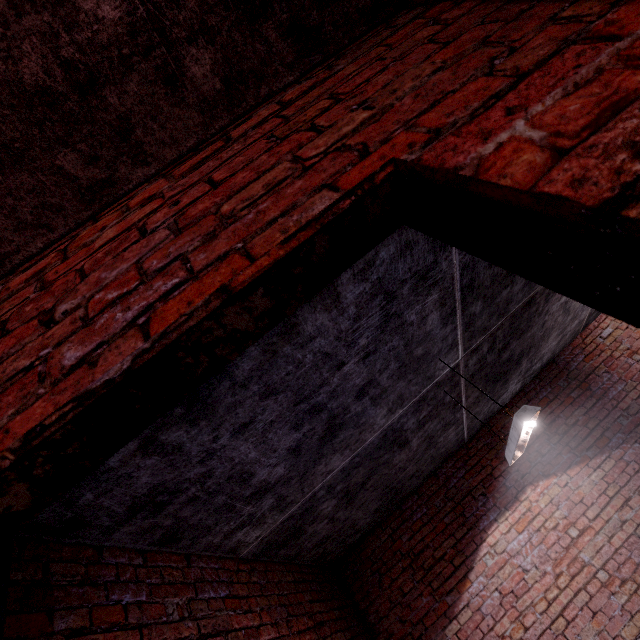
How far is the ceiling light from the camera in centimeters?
242cm

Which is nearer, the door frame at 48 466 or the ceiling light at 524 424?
the door frame at 48 466

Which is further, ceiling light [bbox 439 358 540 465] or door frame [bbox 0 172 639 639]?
ceiling light [bbox 439 358 540 465]

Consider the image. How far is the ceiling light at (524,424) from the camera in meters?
2.4 m

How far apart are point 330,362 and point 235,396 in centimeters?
68cm
